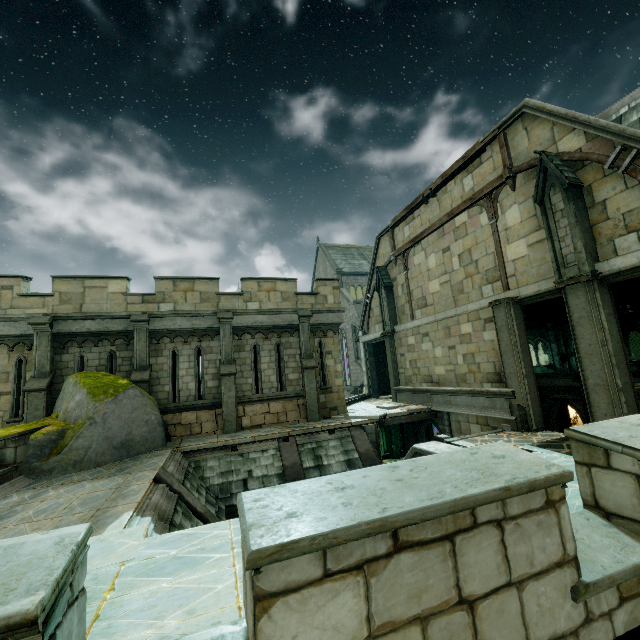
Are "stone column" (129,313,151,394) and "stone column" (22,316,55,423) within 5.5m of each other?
yes

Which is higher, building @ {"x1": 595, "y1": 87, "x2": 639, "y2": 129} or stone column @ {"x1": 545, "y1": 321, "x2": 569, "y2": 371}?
building @ {"x1": 595, "y1": 87, "x2": 639, "y2": 129}

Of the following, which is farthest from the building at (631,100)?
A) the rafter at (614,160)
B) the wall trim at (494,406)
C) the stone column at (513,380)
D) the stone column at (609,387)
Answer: the wall trim at (494,406)

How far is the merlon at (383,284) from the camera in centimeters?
1833cm

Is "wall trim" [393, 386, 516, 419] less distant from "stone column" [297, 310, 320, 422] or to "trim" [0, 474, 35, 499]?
"stone column" [297, 310, 320, 422]

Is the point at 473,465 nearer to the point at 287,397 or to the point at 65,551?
the point at 65,551

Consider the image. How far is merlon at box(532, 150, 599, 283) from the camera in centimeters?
876cm

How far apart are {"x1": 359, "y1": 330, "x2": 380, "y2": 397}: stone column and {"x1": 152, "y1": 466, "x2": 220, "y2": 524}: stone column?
14.3 meters
